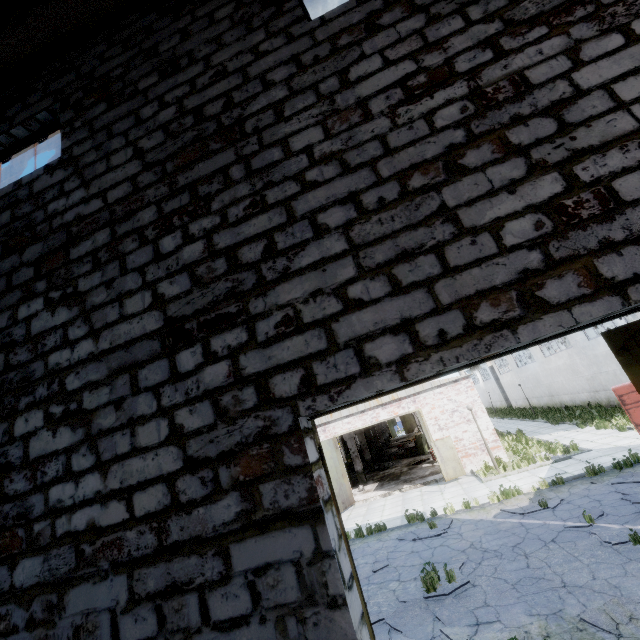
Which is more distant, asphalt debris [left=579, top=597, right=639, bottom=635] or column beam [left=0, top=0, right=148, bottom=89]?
asphalt debris [left=579, top=597, right=639, bottom=635]

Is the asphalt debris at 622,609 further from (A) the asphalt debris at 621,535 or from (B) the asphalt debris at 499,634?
(A) the asphalt debris at 621,535

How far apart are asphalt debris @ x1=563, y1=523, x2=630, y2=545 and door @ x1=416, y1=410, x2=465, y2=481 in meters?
7.3

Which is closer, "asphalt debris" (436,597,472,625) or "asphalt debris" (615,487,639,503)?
"asphalt debris" (436,597,472,625)

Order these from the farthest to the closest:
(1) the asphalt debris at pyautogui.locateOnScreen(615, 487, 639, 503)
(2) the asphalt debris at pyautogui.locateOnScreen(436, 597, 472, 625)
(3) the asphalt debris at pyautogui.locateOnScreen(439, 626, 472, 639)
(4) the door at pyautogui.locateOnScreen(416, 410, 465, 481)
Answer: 1. (4) the door at pyautogui.locateOnScreen(416, 410, 465, 481)
2. (1) the asphalt debris at pyautogui.locateOnScreen(615, 487, 639, 503)
3. (2) the asphalt debris at pyautogui.locateOnScreen(436, 597, 472, 625)
4. (3) the asphalt debris at pyautogui.locateOnScreen(439, 626, 472, 639)

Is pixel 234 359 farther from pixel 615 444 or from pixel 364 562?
pixel 615 444

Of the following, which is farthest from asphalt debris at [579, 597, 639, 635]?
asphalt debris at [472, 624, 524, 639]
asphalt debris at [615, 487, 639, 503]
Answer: asphalt debris at [615, 487, 639, 503]

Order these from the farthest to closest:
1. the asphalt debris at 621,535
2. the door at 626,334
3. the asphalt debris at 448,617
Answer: the asphalt debris at 621,535 → the asphalt debris at 448,617 → the door at 626,334
